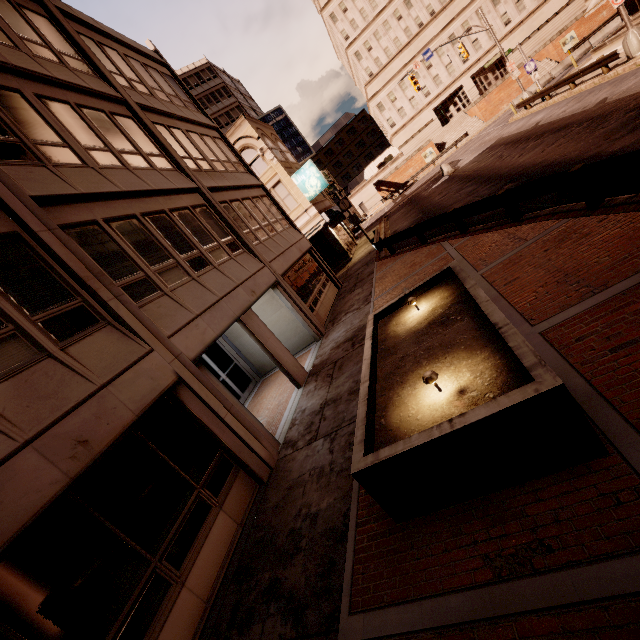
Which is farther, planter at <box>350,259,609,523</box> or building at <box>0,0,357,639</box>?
building at <box>0,0,357,639</box>

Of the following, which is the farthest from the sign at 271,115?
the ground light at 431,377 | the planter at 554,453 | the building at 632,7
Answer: the ground light at 431,377

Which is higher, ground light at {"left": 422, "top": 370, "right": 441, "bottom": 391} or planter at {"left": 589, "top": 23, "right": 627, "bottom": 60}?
ground light at {"left": 422, "top": 370, "right": 441, "bottom": 391}

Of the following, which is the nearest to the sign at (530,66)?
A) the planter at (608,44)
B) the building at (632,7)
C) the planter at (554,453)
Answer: the planter at (608,44)

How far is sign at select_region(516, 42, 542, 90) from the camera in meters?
24.3 m

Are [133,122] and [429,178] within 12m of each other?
no

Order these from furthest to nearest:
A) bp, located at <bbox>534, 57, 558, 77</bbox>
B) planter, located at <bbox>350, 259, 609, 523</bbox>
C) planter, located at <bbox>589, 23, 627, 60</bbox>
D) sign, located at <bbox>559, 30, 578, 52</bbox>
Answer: bp, located at <bbox>534, 57, 558, 77</bbox>
sign, located at <bbox>559, 30, 578, 52</bbox>
planter, located at <bbox>589, 23, 627, 60</bbox>
planter, located at <bbox>350, 259, 609, 523</bbox>

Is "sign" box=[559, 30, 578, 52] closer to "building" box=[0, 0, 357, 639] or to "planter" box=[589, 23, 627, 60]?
"planter" box=[589, 23, 627, 60]
